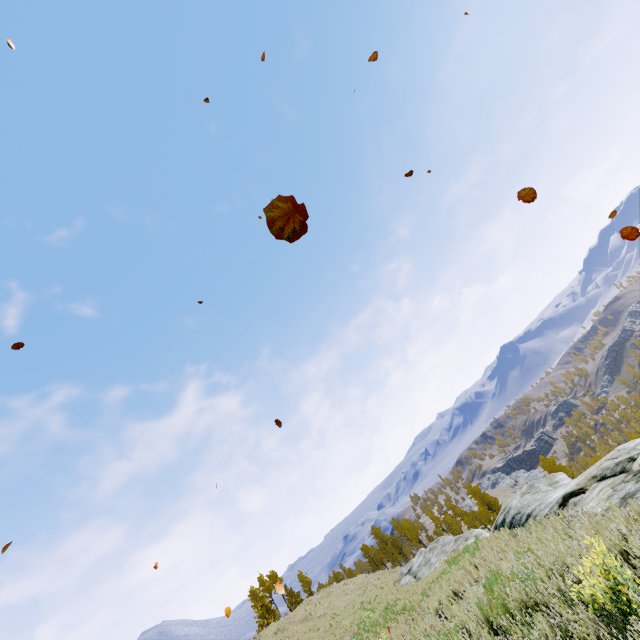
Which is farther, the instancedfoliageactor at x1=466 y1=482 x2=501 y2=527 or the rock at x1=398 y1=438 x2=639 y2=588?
the instancedfoliageactor at x1=466 y1=482 x2=501 y2=527

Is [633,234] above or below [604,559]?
above

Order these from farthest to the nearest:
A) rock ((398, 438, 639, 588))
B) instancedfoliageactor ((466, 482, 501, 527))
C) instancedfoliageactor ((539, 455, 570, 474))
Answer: instancedfoliageactor ((466, 482, 501, 527)), instancedfoliageactor ((539, 455, 570, 474)), rock ((398, 438, 639, 588))

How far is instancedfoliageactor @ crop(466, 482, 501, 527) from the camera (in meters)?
49.44

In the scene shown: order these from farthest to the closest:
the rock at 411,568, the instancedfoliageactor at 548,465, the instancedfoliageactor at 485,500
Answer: the instancedfoliageactor at 485,500, the instancedfoliageactor at 548,465, the rock at 411,568

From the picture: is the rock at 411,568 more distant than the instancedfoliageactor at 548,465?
No

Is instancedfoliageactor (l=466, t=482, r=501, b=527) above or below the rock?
below
